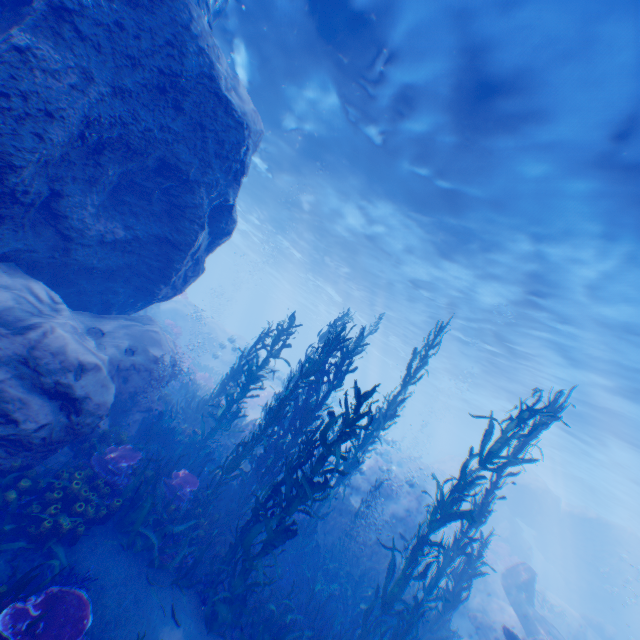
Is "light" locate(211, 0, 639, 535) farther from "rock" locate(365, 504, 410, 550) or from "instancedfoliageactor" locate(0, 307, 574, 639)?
"instancedfoliageactor" locate(0, 307, 574, 639)

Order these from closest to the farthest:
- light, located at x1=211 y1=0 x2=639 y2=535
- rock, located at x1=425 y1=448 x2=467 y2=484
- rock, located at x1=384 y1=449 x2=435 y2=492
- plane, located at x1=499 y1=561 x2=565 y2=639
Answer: light, located at x1=211 y1=0 x2=639 y2=535 < plane, located at x1=499 y1=561 x2=565 y2=639 < rock, located at x1=384 y1=449 x2=435 y2=492 < rock, located at x1=425 y1=448 x2=467 y2=484

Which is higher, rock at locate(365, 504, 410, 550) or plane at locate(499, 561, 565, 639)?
plane at locate(499, 561, 565, 639)

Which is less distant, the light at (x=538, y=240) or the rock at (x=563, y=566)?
the light at (x=538, y=240)

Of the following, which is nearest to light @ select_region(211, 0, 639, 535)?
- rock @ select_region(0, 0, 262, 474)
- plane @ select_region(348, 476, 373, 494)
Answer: rock @ select_region(0, 0, 262, 474)

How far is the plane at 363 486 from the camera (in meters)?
20.91

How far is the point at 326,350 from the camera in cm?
833

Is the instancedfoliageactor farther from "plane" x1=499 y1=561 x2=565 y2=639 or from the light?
the light
